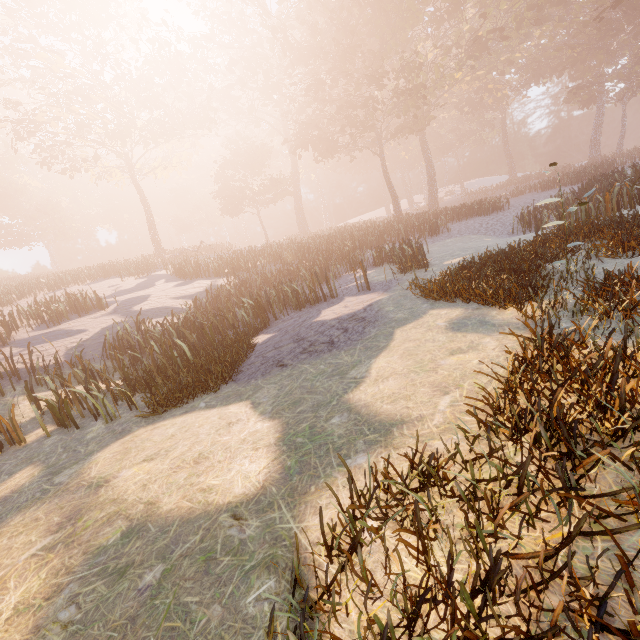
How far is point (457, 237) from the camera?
20.9m
